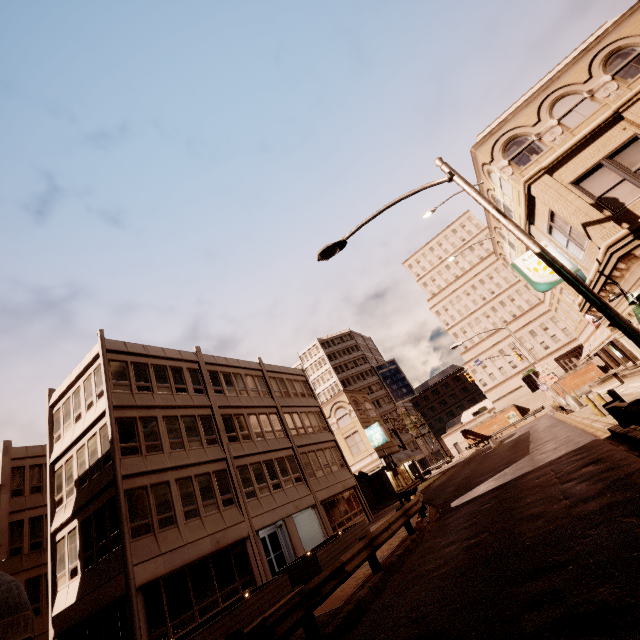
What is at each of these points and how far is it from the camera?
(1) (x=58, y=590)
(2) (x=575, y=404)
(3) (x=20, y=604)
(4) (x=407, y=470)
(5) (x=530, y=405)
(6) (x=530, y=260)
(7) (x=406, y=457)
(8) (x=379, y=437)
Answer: (1) building, 16.0 meters
(2) street light, 25.7 meters
(3) awning, 5.3 meters
(4) building, 40.4 meters
(5) bp, 59.5 meters
(6) sign, 13.6 meters
(7) awning, 38.7 meters
(8) sign, 36.9 meters

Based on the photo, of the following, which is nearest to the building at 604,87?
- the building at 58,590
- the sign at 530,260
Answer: the sign at 530,260

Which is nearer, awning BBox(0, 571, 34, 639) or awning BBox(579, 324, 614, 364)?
awning BBox(0, 571, 34, 639)

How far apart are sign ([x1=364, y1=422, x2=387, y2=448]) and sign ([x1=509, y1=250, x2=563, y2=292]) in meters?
27.3

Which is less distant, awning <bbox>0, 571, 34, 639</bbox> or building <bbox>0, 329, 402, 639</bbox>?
awning <bbox>0, 571, 34, 639</bbox>

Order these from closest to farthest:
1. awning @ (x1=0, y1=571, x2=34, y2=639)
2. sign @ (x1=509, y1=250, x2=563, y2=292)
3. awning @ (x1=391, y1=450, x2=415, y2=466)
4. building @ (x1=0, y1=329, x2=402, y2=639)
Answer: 1. awning @ (x1=0, y1=571, x2=34, y2=639)
2. sign @ (x1=509, y1=250, x2=563, y2=292)
3. building @ (x1=0, y1=329, x2=402, y2=639)
4. awning @ (x1=391, y1=450, x2=415, y2=466)

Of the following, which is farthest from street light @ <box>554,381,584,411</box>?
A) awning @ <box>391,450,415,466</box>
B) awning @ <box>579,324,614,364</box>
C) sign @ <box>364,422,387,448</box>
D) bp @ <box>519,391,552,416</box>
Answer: bp @ <box>519,391,552,416</box>

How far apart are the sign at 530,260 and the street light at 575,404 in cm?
1785
